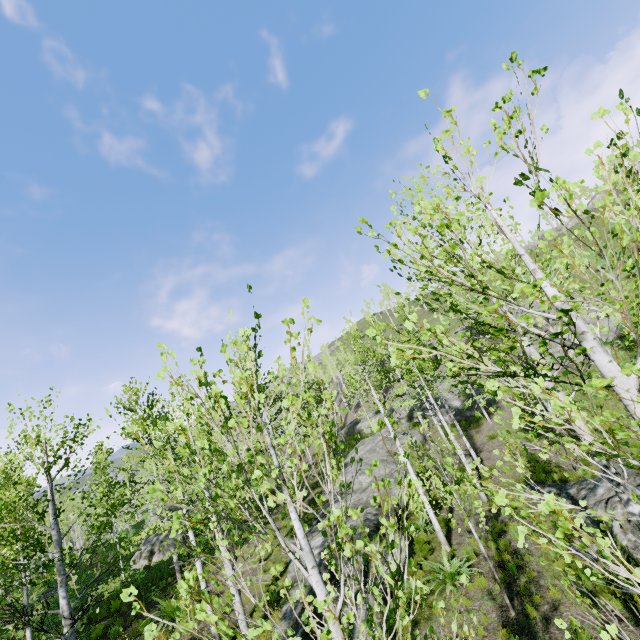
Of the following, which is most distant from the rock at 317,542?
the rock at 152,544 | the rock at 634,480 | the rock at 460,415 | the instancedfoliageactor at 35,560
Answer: the rock at 152,544

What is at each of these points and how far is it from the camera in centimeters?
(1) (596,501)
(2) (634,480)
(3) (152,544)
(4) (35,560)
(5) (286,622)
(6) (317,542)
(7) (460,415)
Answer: (1) rock, 1054cm
(2) rock, 1022cm
(3) rock, 1888cm
(4) instancedfoliageactor, 3478cm
(5) rock, 1023cm
(6) rock, 1416cm
(7) rock, 2811cm

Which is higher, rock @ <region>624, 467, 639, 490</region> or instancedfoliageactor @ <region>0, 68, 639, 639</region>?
instancedfoliageactor @ <region>0, 68, 639, 639</region>

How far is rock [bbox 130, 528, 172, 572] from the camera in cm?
1805

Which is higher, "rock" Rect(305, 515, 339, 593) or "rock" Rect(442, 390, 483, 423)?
"rock" Rect(442, 390, 483, 423)

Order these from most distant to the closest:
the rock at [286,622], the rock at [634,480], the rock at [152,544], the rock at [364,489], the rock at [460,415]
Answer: the rock at [460,415] < the rock at [152,544] < the rock at [364,489] < the rock at [634,480] < the rock at [286,622]

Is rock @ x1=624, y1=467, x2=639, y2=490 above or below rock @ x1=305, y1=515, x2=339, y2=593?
below

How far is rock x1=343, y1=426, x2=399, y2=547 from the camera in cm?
1384
